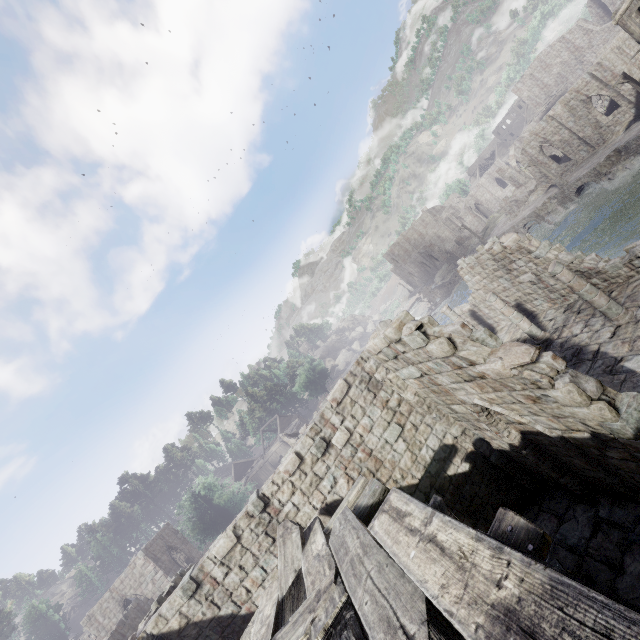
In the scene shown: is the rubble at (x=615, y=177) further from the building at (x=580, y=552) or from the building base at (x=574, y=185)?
the building at (x=580, y=552)

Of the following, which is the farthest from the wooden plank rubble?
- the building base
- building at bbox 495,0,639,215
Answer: the building base

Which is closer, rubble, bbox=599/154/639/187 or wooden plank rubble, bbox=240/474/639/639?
wooden plank rubble, bbox=240/474/639/639

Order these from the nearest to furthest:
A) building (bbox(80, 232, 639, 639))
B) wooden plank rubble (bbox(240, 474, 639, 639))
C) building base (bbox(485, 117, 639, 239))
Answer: wooden plank rubble (bbox(240, 474, 639, 639)) < building (bbox(80, 232, 639, 639)) < building base (bbox(485, 117, 639, 239))

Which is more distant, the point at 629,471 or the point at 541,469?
the point at 541,469

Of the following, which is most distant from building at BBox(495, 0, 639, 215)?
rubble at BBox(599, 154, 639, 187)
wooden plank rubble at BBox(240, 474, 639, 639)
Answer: rubble at BBox(599, 154, 639, 187)

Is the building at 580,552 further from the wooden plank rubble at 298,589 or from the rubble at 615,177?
the rubble at 615,177

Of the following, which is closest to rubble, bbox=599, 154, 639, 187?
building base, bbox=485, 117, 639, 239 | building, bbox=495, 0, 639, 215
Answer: building base, bbox=485, 117, 639, 239
